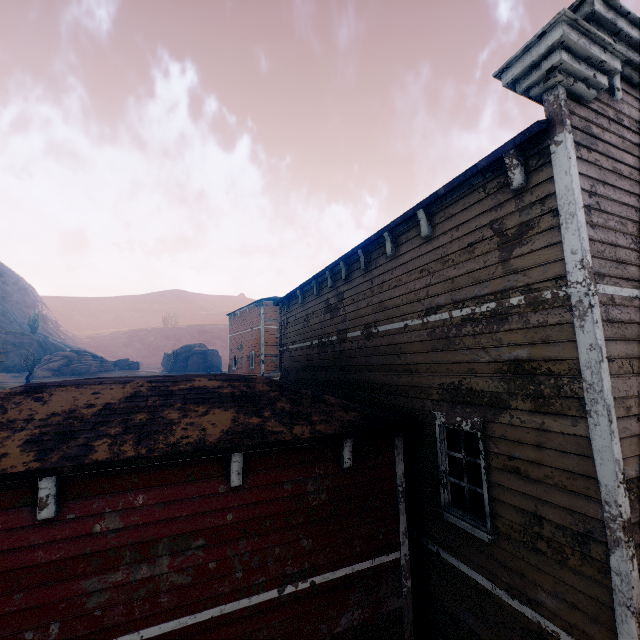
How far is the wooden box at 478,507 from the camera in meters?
5.1 m

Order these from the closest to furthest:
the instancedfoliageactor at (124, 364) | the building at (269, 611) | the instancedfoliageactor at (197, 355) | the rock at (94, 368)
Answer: the building at (269, 611) < the rock at (94, 368) < the instancedfoliageactor at (124, 364) < the instancedfoliageactor at (197, 355)

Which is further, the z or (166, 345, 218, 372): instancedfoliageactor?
(166, 345, 218, 372): instancedfoliageactor

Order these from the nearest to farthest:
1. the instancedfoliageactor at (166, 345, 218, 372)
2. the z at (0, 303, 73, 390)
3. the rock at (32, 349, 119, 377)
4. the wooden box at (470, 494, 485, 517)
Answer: the wooden box at (470, 494, 485, 517)
the z at (0, 303, 73, 390)
the rock at (32, 349, 119, 377)
the instancedfoliageactor at (166, 345, 218, 372)

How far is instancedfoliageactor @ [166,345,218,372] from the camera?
56.1m

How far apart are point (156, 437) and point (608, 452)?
5.4m

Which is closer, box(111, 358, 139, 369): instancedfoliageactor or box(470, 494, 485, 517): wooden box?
box(470, 494, 485, 517): wooden box

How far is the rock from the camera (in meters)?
42.97
